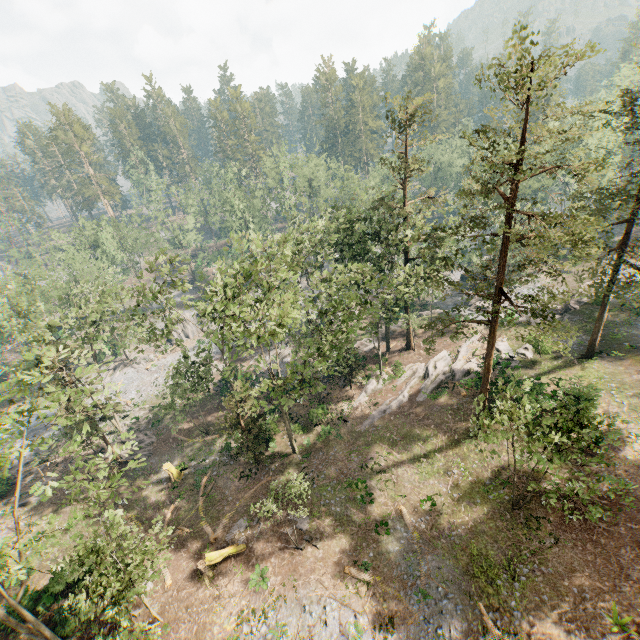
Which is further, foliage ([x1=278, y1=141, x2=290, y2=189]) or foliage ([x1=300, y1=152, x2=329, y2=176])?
foliage ([x1=300, y1=152, x2=329, y2=176])

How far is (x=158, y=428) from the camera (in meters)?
38.06

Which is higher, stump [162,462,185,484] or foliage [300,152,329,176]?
foliage [300,152,329,176]

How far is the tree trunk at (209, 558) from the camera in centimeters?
2216cm

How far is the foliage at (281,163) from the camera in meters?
55.6 m

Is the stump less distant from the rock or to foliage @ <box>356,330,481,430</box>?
foliage @ <box>356,330,481,430</box>

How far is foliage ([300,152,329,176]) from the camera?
58.6m
